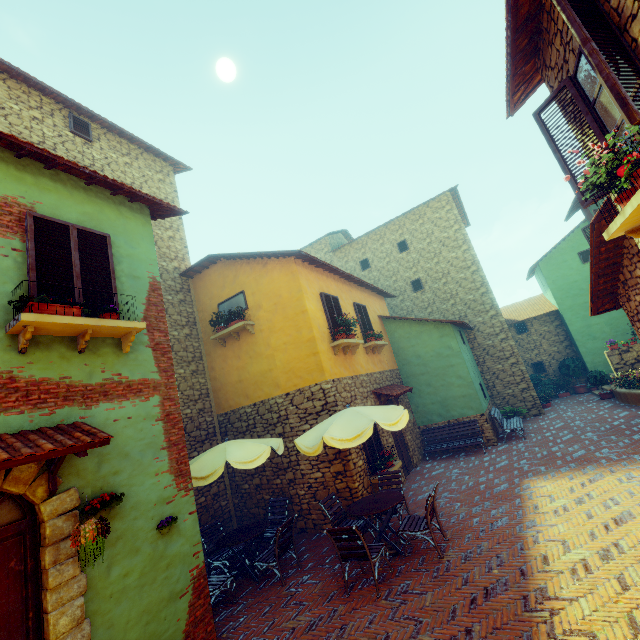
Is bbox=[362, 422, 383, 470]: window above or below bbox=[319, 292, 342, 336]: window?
below

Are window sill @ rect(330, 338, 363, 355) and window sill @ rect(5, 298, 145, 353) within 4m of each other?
no

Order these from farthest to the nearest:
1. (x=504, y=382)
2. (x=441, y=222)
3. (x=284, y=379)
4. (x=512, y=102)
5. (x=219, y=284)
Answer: (x=441, y=222) → (x=504, y=382) → (x=219, y=284) → (x=284, y=379) → (x=512, y=102)

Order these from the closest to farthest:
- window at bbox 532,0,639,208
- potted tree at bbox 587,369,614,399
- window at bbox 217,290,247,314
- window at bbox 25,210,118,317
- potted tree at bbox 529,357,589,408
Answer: window at bbox 532,0,639,208, window at bbox 25,210,118,317, window at bbox 217,290,247,314, potted tree at bbox 587,369,614,399, potted tree at bbox 529,357,589,408

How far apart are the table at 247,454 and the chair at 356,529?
1.86m

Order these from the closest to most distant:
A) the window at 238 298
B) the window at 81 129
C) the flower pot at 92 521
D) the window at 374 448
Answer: the flower pot at 92 521, the window at 374 448, the window at 81 129, the window at 238 298

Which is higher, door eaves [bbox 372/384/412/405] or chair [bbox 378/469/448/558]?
door eaves [bbox 372/384/412/405]

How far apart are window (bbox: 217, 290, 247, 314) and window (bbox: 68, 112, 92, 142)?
6.35m
